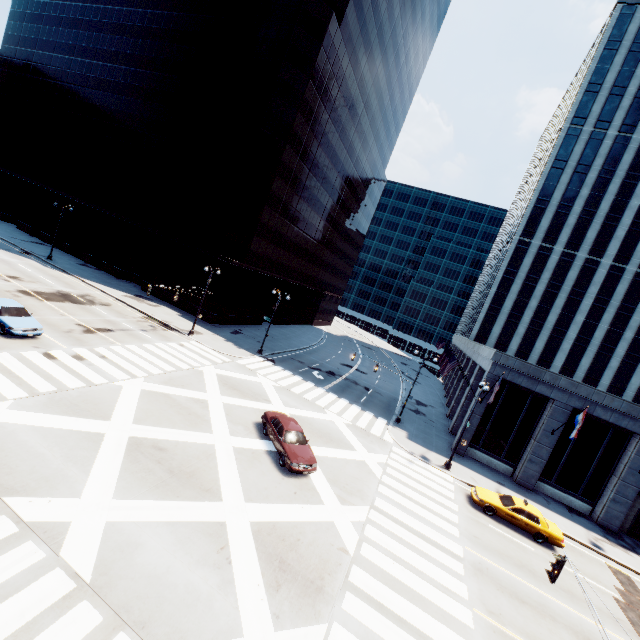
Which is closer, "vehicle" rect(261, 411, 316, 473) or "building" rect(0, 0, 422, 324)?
"vehicle" rect(261, 411, 316, 473)

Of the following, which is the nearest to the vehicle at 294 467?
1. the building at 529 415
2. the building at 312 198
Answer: the building at 529 415

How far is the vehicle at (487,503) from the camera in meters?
19.3

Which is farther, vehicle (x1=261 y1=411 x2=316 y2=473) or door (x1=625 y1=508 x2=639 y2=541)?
door (x1=625 y1=508 x2=639 y2=541)

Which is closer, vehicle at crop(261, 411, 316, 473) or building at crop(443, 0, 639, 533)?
vehicle at crop(261, 411, 316, 473)

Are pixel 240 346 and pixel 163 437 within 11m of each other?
no

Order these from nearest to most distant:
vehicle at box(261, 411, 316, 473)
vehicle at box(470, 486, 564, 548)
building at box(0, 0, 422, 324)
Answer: vehicle at box(261, 411, 316, 473)
vehicle at box(470, 486, 564, 548)
building at box(0, 0, 422, 324)

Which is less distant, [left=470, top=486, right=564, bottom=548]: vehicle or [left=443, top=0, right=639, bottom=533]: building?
[left=470, top=486, right=564, bottom=548]: vehicle
